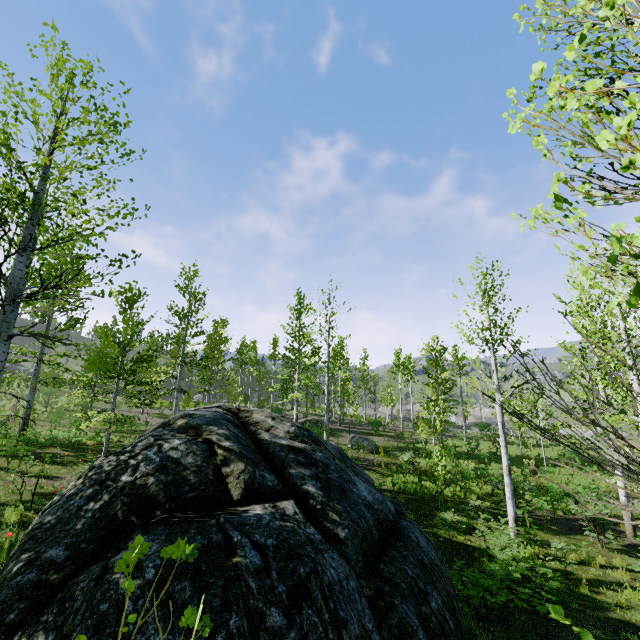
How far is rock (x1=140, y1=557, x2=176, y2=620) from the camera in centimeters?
289cm

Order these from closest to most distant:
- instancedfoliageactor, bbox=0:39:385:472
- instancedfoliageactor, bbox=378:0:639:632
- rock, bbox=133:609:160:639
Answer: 1. instancedfoliageactor, bbox=378:0:639:632
2. rock, bbox=133:609:160:639
3. instancedfoliageactor, bbox=0:39:385:472

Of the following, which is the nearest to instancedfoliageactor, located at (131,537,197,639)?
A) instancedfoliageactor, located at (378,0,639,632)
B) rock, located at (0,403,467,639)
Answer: instancedfoliageactor, located at (378,0,639,632)

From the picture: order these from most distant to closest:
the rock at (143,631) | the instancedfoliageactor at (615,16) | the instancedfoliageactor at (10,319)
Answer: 1. the instancedfoliageactor at (10,319)
2. the rock at (143,631)
3. the instancedfoliageactor at (615,16)

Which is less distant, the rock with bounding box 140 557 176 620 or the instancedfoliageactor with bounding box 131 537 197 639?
the instancedfoliageactor with bounding box 131 537 197 639

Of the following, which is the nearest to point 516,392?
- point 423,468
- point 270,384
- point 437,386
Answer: point 423,468

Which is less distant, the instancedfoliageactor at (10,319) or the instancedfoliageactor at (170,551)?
the instancedfoliageactor at (170,551)

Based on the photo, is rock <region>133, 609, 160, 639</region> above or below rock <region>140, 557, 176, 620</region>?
below
